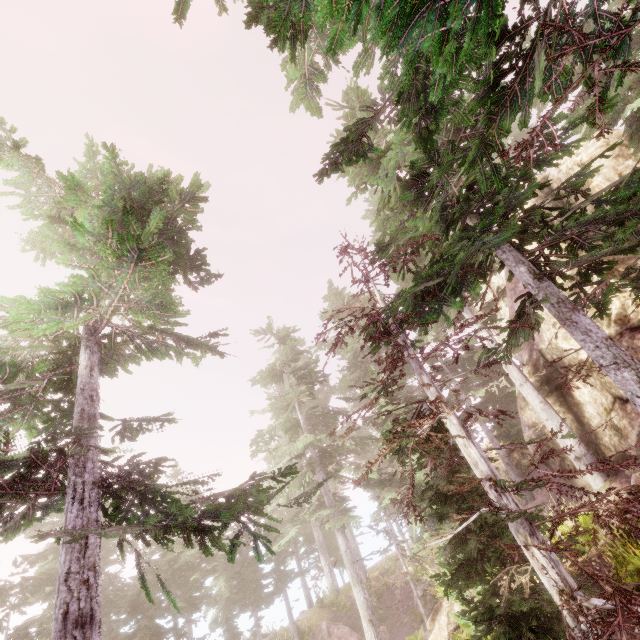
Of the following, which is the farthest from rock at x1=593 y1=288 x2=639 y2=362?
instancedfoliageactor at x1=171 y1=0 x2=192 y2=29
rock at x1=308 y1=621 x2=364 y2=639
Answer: rock at x1=308 y1=621 x2=364 y2=639

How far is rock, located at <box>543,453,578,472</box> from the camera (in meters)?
15.16

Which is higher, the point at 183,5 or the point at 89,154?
the point at 89,154

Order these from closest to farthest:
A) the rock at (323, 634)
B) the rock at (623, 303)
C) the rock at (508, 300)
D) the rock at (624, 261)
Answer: the rock at (623, 303), the rock at (624, 261), the rock at (323, 634), the rock at (508, 300)

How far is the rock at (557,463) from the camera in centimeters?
1516cm

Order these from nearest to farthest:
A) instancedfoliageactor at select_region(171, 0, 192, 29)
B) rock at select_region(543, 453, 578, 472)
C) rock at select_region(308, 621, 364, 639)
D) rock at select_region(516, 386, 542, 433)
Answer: instancedfoliageactor at select_region(171, 0, 192, 29), rock at select_region(543, 453, 578, 472), rock at select_region(516, 386, 542, 433), rock at select_region(308, 621, 364, 639)
